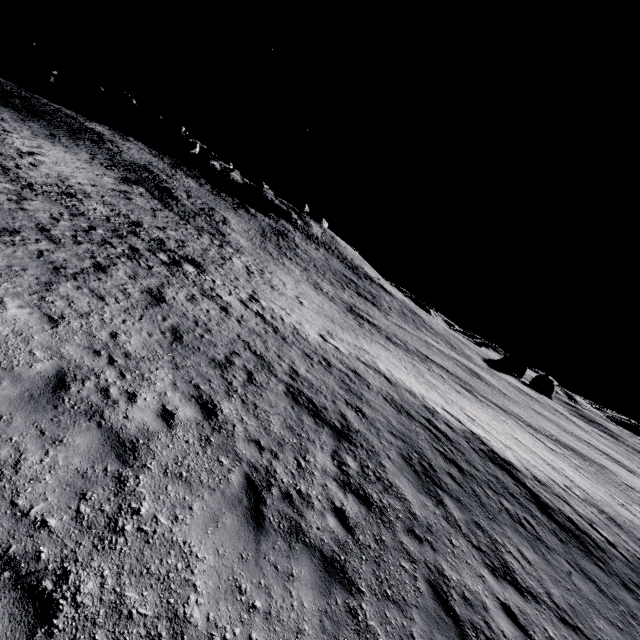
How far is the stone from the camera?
57.09m

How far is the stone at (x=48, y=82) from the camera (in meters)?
57.09

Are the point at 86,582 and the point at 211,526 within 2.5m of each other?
yes
